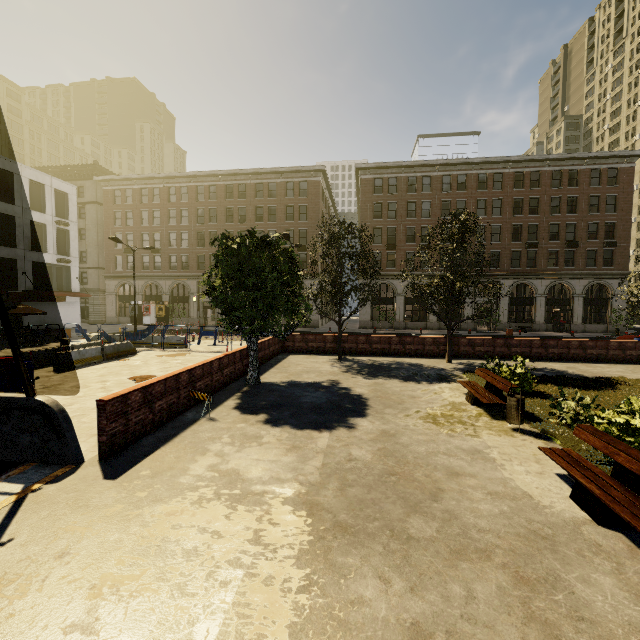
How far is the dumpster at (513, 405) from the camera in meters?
8.0 m

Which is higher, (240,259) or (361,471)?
(240,259)

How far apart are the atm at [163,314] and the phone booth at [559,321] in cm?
4779

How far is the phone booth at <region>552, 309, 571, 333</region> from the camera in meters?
35.8 m

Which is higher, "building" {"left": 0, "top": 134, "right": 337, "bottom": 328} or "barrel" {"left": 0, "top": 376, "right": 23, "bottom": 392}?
"building" {"left": 0, "top": 134, "right": 337, "bottom": 328}

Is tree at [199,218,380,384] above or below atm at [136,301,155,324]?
above

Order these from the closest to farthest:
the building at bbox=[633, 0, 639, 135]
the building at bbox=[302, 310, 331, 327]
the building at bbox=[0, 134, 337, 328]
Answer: the building at bbox=[0, 134, 337, 328] → the building at bbox=[302, 310, 331, 327] → the building at bbox=[633, 0, 639, 135]

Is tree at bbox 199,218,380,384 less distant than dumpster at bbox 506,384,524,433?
No
